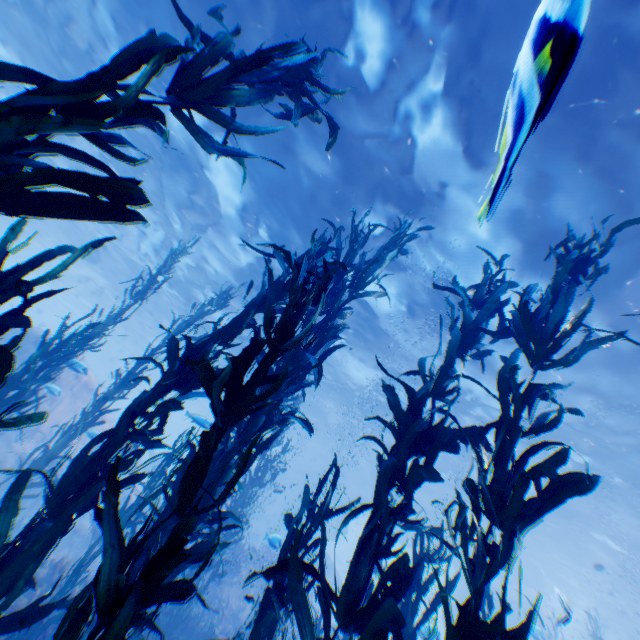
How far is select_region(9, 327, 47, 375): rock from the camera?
13.5m

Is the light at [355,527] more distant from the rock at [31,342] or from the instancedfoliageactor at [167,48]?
the instancedfoliageactor at [167,48]

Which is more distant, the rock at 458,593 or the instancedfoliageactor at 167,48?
the rock at 458,593

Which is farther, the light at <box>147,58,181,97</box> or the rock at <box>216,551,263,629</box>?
the rock at <box>216,551,263,629</box>

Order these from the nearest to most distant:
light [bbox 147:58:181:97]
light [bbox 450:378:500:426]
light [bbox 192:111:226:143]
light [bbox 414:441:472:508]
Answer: light [bbox 147:58:181:97]
light [bbox 192:111:226:143]
light [bbox 450:378:500:426]
light [bbox 414:441:472:508]

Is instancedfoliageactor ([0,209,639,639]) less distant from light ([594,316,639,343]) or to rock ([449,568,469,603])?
rock ([449,568,469,603])

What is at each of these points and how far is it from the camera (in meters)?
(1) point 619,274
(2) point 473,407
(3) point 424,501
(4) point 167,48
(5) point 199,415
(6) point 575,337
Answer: (1) light, 8.27
(2) light, 15.36
(3) rock, 26.77
(4) instancedfoliageactor, 1.86
(5) light, 7.76
(6) light, 10.13
